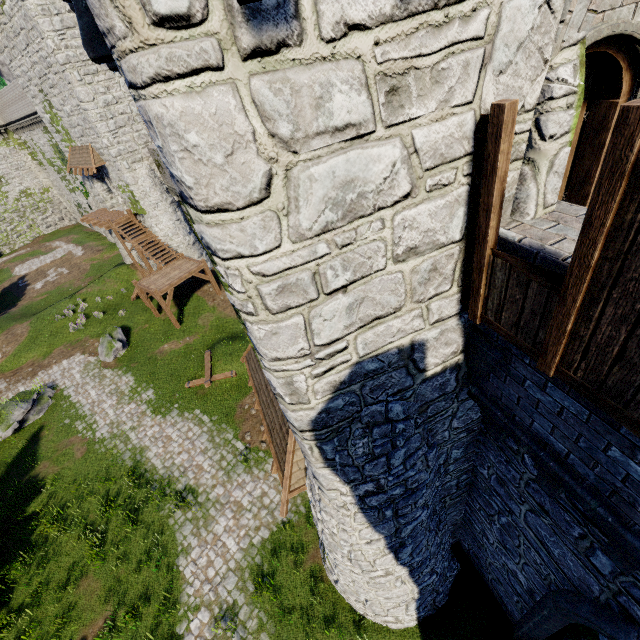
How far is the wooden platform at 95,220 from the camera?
25.0 meters

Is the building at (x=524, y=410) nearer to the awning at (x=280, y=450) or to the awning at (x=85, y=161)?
the awning at (x=280, y=450)

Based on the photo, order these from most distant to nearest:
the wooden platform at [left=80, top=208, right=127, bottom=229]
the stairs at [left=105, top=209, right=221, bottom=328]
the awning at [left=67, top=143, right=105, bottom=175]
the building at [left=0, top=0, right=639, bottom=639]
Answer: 1. the wooden platform at [left=80, top=208, right=127, bottom=229]
2. the awning at [left=67, top=143, right=105, bottom=175]
3. the stairs at [left=105, top=209, right=221, bottom=328]
4. the building at [left=0, top=0, right=639, bottom=639]

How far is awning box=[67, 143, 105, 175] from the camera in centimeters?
2236cm

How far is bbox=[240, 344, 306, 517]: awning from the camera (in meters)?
8.06

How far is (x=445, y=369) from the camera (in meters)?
4.66

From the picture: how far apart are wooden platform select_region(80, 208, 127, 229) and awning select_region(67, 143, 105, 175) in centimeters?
309cm

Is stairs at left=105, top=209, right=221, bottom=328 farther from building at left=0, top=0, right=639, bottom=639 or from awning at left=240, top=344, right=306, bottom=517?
awning at left=240, top=344, right=306, bottom=517
